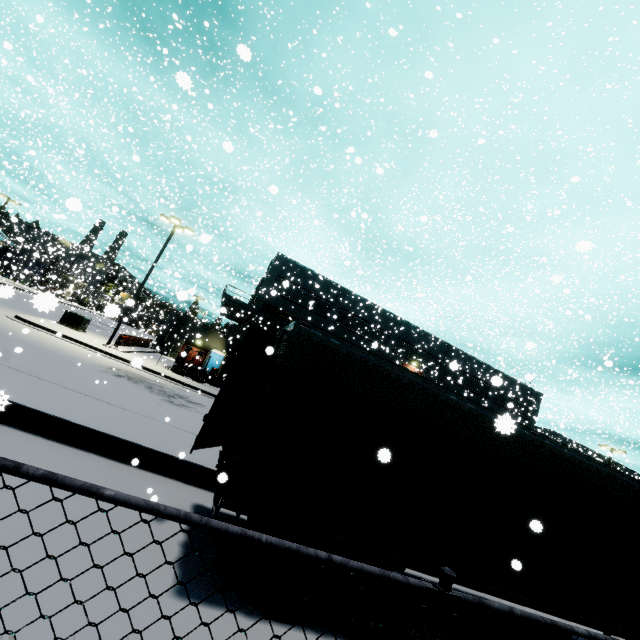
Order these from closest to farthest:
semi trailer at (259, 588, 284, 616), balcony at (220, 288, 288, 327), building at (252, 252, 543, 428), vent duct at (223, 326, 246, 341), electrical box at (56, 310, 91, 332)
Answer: semi trailer at (259, 588, 284, 616), electrical box at (56, 310, 91, 332), balcony at (220, 288, 288, 327), vent duct at (223, 326, 246, 341), building at (252, 252, 543, 428)

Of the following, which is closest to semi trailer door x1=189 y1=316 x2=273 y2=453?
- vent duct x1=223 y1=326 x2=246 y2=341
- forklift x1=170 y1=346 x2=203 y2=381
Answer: vent duct x1=223 y1=326 x2=246 y2=341

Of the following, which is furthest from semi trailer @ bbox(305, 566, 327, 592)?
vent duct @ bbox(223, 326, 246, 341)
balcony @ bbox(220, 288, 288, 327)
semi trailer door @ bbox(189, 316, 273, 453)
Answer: balcony @ bbox(220, 288, 288, 327)

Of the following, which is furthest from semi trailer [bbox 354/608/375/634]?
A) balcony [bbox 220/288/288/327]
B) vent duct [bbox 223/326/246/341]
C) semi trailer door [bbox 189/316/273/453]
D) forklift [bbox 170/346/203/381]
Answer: forklift [bbox 170/346/203/381]

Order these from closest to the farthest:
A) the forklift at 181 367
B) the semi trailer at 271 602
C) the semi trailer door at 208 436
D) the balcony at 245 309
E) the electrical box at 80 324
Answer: the semi trailer at 271 602
the semi trailer door at 208 436
the electrical box at 80 324
the forklift at 181 367
the balcony at 245 309

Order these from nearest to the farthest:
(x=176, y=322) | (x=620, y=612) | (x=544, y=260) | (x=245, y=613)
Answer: A:
1. (x=245, y=613)
2. (x=620, y=612)
3. (x=544, y=260)
4. (x=176, y=322)

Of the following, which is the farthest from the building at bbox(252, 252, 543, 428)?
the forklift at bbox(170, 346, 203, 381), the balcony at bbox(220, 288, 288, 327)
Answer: the forklift at bbox(170, 346, 203, 381)

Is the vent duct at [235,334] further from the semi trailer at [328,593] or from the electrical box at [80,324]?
the electrical box at [80,324]
